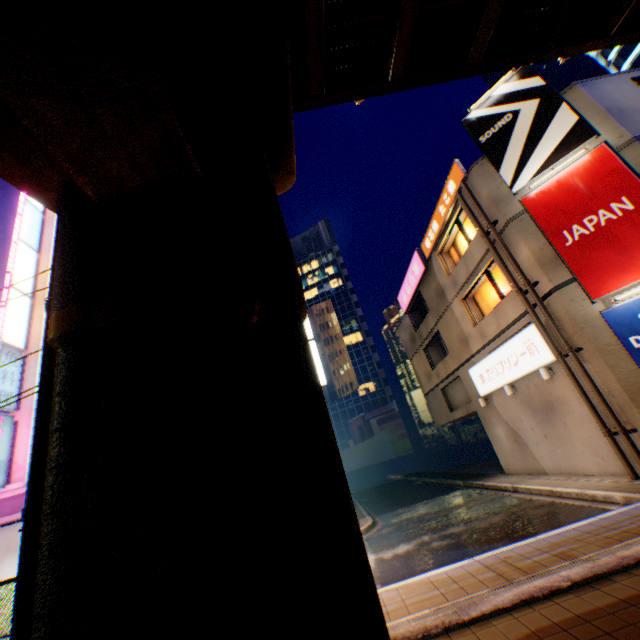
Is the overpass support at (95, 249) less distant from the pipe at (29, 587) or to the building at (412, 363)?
the pipe at (29, 587)

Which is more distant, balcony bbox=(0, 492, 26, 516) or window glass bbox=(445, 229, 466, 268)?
window glass bbox=(445, 229, 466, 268)

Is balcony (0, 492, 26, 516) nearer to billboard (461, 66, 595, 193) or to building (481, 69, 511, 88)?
billboard (461, 66, 595, 193)

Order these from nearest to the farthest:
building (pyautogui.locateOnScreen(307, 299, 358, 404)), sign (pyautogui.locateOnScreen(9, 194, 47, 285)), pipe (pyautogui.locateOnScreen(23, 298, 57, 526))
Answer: pipe (pyautogui.locateOnScreen(23, 298, 57, 526)) → sign (pyautogui.locateOnScreen(9, 194, 47, 285)) → building (pyautogui.locateOnScreen(307, 299, 358, 404))

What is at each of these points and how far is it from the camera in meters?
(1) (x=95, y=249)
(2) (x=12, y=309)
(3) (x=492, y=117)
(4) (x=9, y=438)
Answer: (1) overpass support, 4.0
(2) sign, 17.6
(3) billboard, 12.6
(4) sign, 15.5

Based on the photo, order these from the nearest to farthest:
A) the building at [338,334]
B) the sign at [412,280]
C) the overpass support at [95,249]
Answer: the overpass support at [95,249], the sign at [412,280], the building at [338,334]

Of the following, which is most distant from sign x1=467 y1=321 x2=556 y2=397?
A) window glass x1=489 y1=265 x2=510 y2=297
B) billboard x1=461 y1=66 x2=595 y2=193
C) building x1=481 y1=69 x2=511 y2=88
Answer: building x1=481 y1=69 x2=511 y2=88

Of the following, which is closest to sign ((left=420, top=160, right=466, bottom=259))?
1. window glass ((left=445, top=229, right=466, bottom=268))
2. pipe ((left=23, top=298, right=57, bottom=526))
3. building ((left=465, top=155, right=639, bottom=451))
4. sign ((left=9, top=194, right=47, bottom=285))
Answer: building ((left=465, top=155, right=639, bottom=451))
